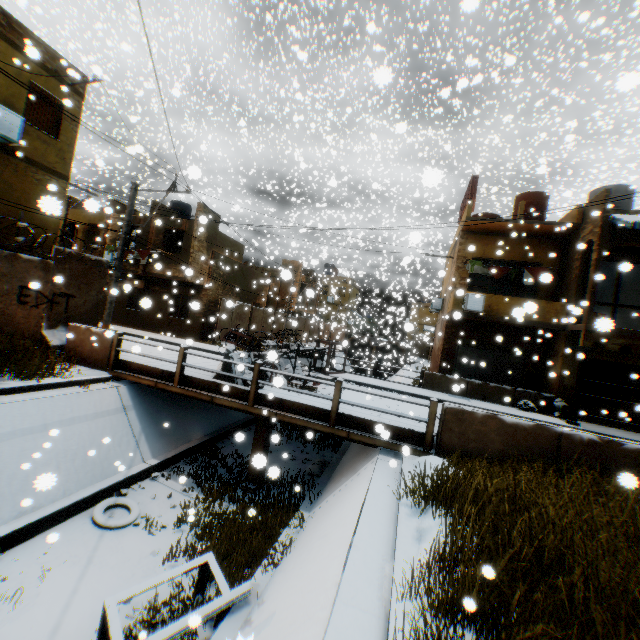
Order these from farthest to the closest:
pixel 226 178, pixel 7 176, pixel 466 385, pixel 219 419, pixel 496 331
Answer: pixel 226 178
pixel 496 331
pixel 466 385
pixel 219 419
pixel 7 176

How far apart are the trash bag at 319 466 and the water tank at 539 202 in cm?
1616

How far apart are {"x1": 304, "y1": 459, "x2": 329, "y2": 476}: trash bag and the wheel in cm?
514

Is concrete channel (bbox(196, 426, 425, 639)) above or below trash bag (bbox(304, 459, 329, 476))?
above

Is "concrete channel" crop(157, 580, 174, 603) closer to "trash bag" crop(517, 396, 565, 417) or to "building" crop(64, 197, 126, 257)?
"building" crop(64, 197, 126, 257)

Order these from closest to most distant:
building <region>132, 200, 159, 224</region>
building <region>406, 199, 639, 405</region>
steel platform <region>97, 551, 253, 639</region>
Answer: steel platform <region>97, 551, 253, 639</region>
building <region>406, 199, 639, 405</region>
building <region>132, 200, 159, 224</region>

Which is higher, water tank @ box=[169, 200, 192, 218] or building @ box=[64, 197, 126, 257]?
water tank @ box=[169, 200, 192, 218]

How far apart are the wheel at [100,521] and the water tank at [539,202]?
20.9 meters
